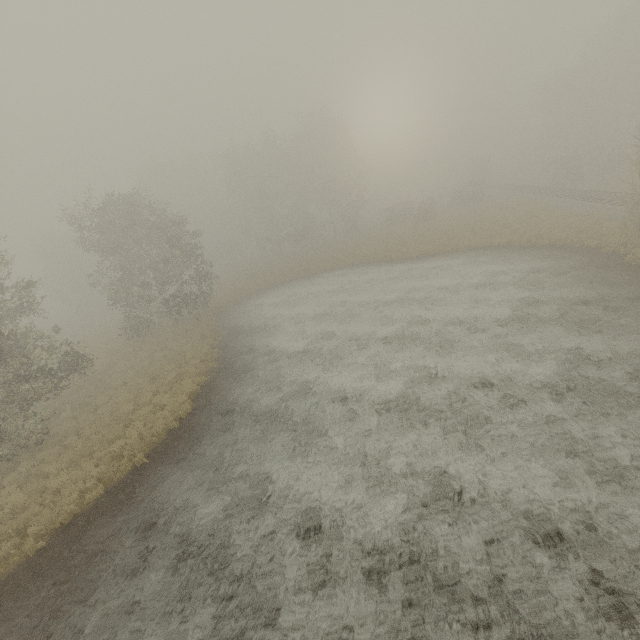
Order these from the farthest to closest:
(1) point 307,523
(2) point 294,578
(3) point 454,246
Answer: (3) point 454,246
(1) point 307,523
(2) point 294,578
